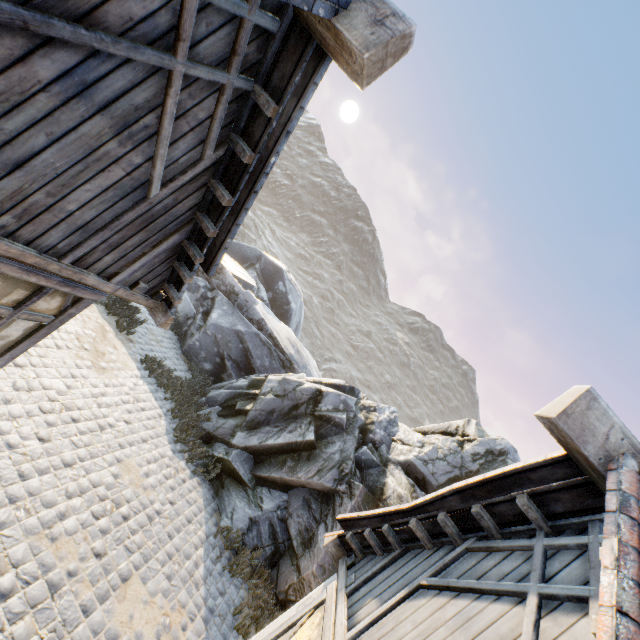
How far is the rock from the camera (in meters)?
8.04

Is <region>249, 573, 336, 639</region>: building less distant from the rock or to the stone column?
the rock

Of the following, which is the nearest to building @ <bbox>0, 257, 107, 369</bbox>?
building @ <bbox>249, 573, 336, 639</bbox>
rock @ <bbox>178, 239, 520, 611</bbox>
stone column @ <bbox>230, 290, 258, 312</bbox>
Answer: rock @ <bbox>178, 239, 520, 611</bbox>

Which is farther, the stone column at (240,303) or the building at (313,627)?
the stone column at (240,303)

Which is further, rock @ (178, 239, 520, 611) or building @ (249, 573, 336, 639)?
rock @ (178, 239, 520, 611)

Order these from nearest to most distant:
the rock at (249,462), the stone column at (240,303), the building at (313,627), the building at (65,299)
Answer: the building at (65,299) < the building at (313,627) < the rock at (249,462) < the stone column at (240,303)

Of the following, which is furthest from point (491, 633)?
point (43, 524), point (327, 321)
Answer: point (327, 321)

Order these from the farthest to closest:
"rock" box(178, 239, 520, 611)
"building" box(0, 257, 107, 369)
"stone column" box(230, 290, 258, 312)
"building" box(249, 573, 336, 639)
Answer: "stone column" box(230, 290, 258, 312), "rock" box(178, 239, 520, 611), "building" box(249, 573, 336, 639), "building" box(0, 257, 107, 369)
